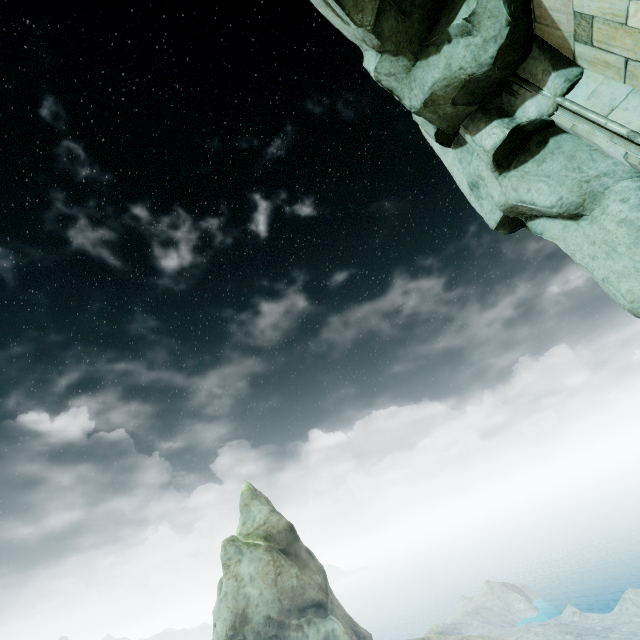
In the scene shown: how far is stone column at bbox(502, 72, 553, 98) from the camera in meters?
5.2

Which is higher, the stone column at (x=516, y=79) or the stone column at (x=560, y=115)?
the stone column at (x=516, y=79)

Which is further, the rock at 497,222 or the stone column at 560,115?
the rock at 497,222

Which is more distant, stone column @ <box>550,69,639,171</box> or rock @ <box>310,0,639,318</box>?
rock @ <box>310,0,639,318</box>

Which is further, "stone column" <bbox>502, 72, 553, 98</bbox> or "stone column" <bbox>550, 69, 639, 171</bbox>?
"stone column" <bbox>502, 72, 553, 98</bbox>

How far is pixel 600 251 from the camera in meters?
5.5 m

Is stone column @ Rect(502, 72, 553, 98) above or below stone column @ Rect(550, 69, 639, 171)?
above
